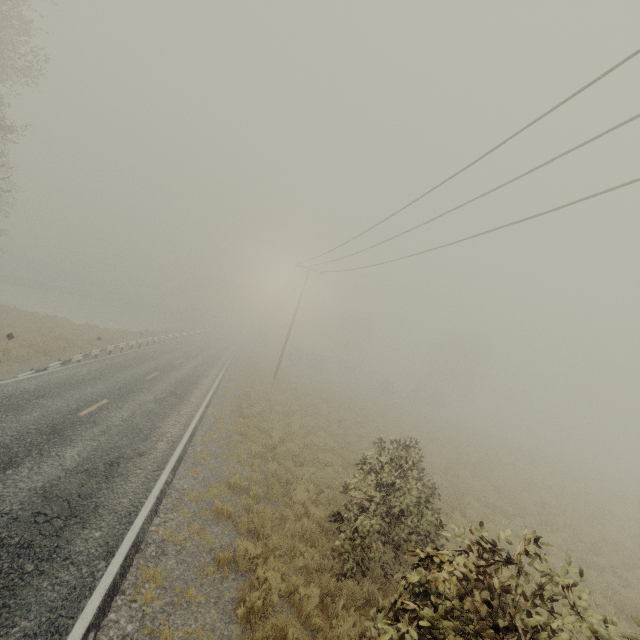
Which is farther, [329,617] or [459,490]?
[459,490]
